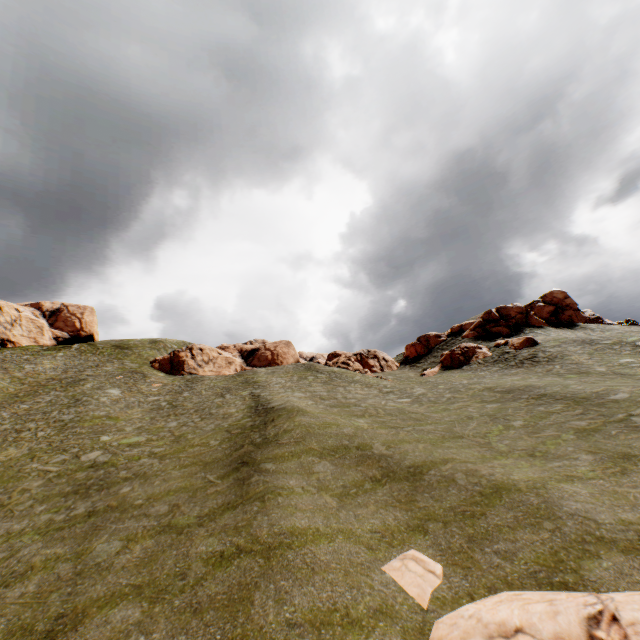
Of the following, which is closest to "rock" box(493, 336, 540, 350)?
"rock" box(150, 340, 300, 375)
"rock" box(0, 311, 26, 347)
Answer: "rock" box(150, 340, 300, 375)

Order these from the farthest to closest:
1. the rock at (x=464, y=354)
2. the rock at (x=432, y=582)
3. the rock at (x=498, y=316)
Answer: the rock at (x=498, y=316) < the rock at (x=464, y=354) < the rock at (x=432, y=582)

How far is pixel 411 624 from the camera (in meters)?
6.99

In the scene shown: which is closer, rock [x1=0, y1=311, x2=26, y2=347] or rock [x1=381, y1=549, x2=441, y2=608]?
rock [x1=381, y1=549, x2=441, y2=608]

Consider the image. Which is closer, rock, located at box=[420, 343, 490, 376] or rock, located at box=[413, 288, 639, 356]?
rock, located at box=[420, 343, 490, 376]

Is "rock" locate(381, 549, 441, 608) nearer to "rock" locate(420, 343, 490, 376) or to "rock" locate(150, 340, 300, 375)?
"rock" locate(420, 343, 490, 376)

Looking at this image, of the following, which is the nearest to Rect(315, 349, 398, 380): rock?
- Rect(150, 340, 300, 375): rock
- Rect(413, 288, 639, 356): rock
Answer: Rect(413, 288, 639, 356): rock

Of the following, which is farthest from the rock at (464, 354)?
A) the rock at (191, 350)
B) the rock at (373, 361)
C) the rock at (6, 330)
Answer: the rock at (6, 330)
